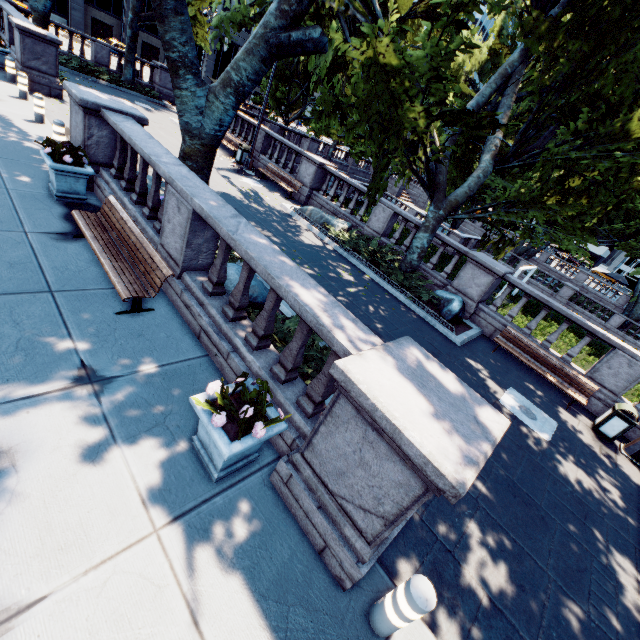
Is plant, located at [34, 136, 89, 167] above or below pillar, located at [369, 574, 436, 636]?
above

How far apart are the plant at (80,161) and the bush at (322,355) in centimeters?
673cm

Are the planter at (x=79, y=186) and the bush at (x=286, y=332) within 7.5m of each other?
yes

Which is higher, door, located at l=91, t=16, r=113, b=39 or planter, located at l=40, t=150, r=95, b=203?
door, located at l=91, t=16, r=113, b=39

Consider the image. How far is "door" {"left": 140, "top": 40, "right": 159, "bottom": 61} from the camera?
47.2 meters

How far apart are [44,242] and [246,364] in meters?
4.7

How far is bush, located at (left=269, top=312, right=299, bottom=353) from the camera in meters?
6.0

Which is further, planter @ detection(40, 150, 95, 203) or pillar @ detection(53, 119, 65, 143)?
→ pillar @ detection(53, 119, 65, 143)
